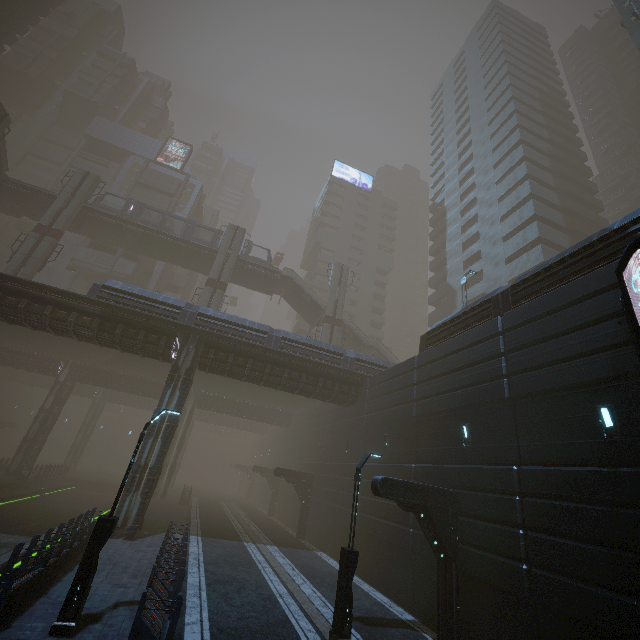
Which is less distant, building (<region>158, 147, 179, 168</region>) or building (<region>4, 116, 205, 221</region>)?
building (<region>4, 116, 205, 221</region>)

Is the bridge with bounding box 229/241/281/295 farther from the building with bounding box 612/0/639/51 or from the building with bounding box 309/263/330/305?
the building with bounding box 309/263/330/305

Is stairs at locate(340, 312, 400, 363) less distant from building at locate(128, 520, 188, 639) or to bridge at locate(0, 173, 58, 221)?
building at locate(128, 520, 188, 639)

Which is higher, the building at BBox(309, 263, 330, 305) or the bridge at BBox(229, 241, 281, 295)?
the building at BBox(309, 263, 330, 305)

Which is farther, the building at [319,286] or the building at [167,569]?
the building at [319,286]

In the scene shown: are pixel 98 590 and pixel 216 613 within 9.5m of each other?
yes

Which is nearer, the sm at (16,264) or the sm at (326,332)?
the sm at (16,264)

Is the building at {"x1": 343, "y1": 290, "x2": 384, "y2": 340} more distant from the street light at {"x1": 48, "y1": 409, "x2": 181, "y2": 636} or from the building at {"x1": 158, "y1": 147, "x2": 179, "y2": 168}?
the street light at {"x1": 48, "y1": 409, "x2": 181, "y2": 636}
